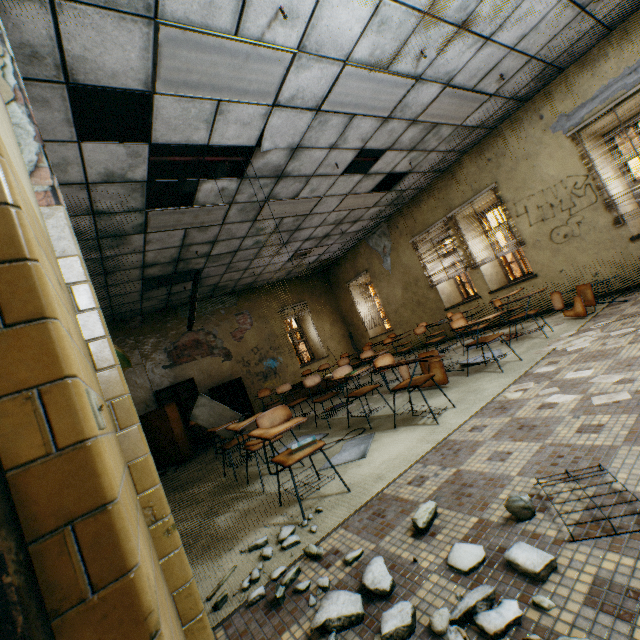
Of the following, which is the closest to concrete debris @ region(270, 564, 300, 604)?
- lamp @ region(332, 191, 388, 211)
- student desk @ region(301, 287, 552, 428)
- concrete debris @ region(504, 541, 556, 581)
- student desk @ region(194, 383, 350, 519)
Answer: concrete debris @ region(504, 541, 556, 581)

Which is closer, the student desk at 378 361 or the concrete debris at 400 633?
the concrete debris at 400 633

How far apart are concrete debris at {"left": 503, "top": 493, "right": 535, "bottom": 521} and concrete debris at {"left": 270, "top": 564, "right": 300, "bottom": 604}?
1.0m

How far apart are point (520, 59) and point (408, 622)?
6.78m

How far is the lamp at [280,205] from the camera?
6.13m

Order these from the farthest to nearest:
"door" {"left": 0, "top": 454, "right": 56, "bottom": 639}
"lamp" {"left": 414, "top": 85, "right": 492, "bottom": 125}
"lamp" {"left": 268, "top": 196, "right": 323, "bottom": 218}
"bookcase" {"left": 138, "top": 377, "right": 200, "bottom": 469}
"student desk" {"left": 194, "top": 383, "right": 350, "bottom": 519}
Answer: "bookcase" {"left": 138, "top": 377, "right": 200, "bottom": 469} → "lamp" {"left": 268, "top": 196, "right": 323, "bottom": 218} → "lamp" {"left": 414, "top": 85, "right": 492, "bottom": 125} → "student desk" {"left": 194, "top": 383, "right": 350, "bottom": 519} → "door" {"left": 0, "top": 454, "right": 56, "bottom": 639}

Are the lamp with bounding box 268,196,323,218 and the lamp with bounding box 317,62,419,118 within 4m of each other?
yes

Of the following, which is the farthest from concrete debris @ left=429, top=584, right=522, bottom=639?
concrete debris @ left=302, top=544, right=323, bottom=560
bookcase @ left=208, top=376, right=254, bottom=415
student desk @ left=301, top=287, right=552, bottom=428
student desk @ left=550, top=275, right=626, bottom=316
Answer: bookcase @ left=208, top=376, right=254, bottom=415
